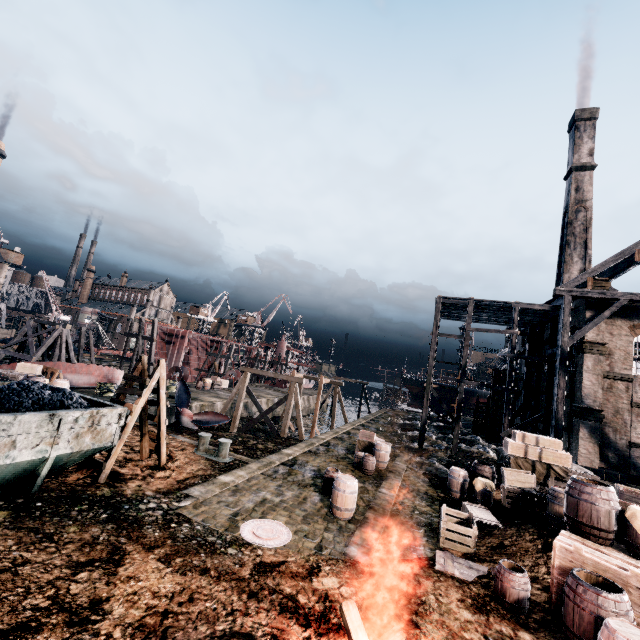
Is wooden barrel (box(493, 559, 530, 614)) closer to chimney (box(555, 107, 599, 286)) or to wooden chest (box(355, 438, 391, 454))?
wooden chest (box(355, 438, 391, 454))

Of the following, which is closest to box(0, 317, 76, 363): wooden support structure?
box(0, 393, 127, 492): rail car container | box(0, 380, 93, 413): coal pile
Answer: box(0, 393, 127, 492): rail car container

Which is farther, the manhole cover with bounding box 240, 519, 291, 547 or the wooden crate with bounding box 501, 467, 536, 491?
the wooden crate with bounding box 501, 467, 536, 491

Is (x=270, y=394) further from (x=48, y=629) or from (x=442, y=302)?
(x=48, y=629)

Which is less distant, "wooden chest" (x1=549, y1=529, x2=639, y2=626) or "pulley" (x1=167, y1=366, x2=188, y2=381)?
"wooden chest" (x1=549, y1=529, x2=639, y2=626)

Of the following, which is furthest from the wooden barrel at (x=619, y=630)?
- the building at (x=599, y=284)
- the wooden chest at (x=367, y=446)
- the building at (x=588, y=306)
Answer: the building at (x=599, y=284)

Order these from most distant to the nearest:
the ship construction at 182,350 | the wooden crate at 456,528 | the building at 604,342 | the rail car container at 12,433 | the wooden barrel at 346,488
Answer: the ship construction at 182,350
the building at 604,342
the wooden barrel at 346,488
the wooden crate at 456,528
the rail car container at 12,433

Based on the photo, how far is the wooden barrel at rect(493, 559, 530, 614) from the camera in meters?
7.8
